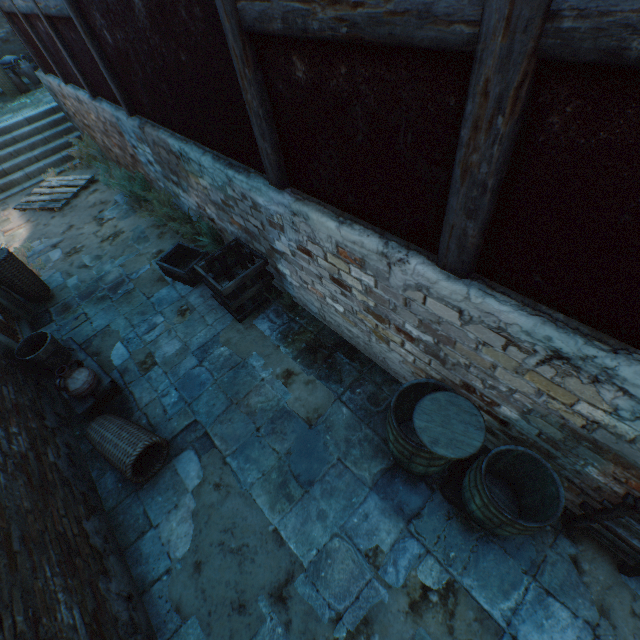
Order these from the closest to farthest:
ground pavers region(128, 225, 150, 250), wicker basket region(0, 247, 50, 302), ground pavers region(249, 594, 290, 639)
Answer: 1. ground pavers region(249, 594, 290, 639)
2. wicker basket region(0, 247, 50, 302)
3. ground pavers region(128, 225, 150, 250)

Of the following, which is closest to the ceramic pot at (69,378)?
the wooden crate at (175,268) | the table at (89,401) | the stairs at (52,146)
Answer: the table at (89,401)

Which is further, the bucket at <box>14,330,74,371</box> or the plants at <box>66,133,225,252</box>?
the plants at <box>66,133,225,252</box>

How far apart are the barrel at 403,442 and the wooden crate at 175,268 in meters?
2.6 m

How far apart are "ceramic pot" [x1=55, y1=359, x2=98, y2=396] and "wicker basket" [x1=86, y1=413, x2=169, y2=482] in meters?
0.3 m

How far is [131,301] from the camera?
5.5 meters

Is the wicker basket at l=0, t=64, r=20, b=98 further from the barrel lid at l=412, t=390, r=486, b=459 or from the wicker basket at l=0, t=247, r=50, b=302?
the barrel lid at l=412, t=390, r=486, b=459

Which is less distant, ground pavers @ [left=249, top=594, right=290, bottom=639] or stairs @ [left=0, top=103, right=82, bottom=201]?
ground pavers @ [left=249, top=594, right=290, bottom=639]
